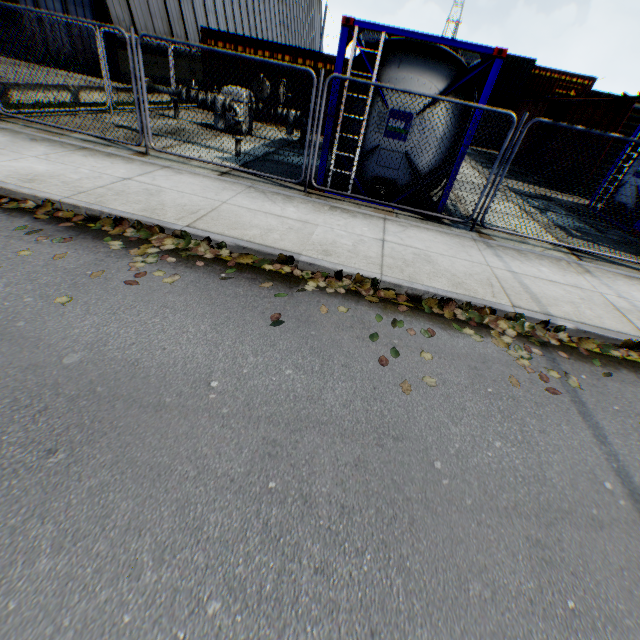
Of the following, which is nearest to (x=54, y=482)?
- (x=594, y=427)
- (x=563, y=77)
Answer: (x=594, y=427)

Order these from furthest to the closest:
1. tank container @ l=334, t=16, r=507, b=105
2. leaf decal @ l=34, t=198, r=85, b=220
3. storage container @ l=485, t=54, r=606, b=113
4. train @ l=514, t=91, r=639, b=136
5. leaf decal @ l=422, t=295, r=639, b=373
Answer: storage container @ l=485, t=54, r=606, b=113, train @ l=514, t=91, r=639, b=136, tank container @ l=334, t=16, r=507, b=105, leaf decal @ l=34, t=198, r=85, b=220, leaf decal @ l=422, t=295, r=639, b=373

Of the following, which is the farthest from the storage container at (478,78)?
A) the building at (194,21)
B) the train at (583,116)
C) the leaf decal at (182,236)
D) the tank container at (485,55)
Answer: the leaf decal at (182,236)

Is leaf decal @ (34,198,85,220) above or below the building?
below

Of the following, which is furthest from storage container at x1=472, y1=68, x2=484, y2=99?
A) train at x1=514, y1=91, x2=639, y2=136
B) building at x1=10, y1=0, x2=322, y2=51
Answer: building at x1=10, y1=0, x2=322, y2=51

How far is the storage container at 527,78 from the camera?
23.5 meters

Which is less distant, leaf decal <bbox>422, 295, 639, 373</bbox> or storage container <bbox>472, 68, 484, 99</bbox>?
leaf decal <bbox>422, 295, 639, 373</bbox>

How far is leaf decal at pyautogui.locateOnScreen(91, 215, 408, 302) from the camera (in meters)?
4.29
